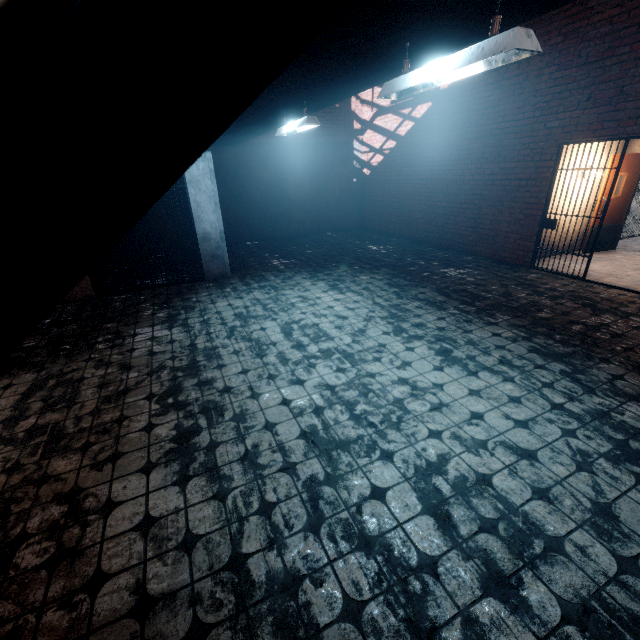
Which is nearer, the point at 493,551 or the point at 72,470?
the point at 493,551

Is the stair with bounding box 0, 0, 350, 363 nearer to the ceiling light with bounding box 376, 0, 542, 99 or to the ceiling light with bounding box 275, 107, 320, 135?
the ceiling light with bounding box 376, 0, 542, 99

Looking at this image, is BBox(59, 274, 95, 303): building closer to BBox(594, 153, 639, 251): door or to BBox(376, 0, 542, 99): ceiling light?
BBox(376, 0, 542, 99): ceiling light

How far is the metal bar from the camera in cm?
622

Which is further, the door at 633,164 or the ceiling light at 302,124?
the door at 633,164

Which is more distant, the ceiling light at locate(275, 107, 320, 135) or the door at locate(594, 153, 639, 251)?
the door at locate(594, 153, 639, 251)

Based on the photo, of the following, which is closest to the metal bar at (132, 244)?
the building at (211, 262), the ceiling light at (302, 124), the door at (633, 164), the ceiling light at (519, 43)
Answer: the building at (211, 262)

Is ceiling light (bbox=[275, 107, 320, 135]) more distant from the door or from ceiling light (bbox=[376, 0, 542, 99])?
the door
